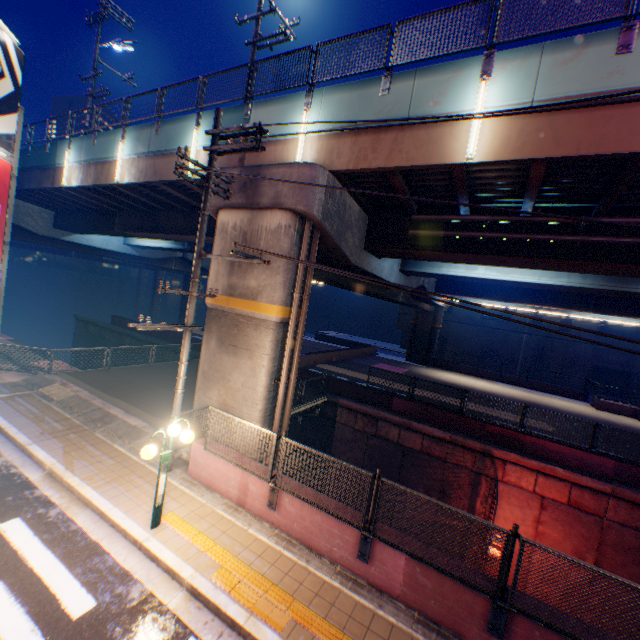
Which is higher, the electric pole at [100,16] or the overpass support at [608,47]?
the electric pole at [100,16]

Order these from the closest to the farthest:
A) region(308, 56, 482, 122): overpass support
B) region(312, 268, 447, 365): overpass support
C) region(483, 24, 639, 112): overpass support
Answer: region(483, 24, 639, 112): overpass support → region(308, 56, 482, 122): overpass support → region(312, 268, 447, 365): overpass support

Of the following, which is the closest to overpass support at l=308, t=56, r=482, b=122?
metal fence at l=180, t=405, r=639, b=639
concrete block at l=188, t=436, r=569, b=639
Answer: metal fence at l=180, t=405, r=639, b=639

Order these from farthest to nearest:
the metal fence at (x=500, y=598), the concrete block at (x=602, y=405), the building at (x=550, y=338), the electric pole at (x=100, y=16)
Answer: the building at (x=550, y=338) → the concrete block at (x=602, y=405) → the electric pole at (x=100, y=16) → the metal fence at (x=500, y=598)

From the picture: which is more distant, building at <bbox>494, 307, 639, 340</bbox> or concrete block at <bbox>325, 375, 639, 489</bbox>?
building at <bbox>494, 307, 639, 340</bbox>

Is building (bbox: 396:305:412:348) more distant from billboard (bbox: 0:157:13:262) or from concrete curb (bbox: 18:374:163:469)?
billboard (bbox: 0:157:13:262)

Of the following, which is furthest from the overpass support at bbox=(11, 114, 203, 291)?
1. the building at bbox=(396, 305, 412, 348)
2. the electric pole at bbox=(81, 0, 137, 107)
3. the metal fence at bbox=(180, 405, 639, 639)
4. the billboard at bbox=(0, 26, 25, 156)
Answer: the building at bbox=(396, 305, 412, 348)

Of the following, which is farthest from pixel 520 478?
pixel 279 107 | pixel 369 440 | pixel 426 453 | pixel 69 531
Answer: pixel 279 107
